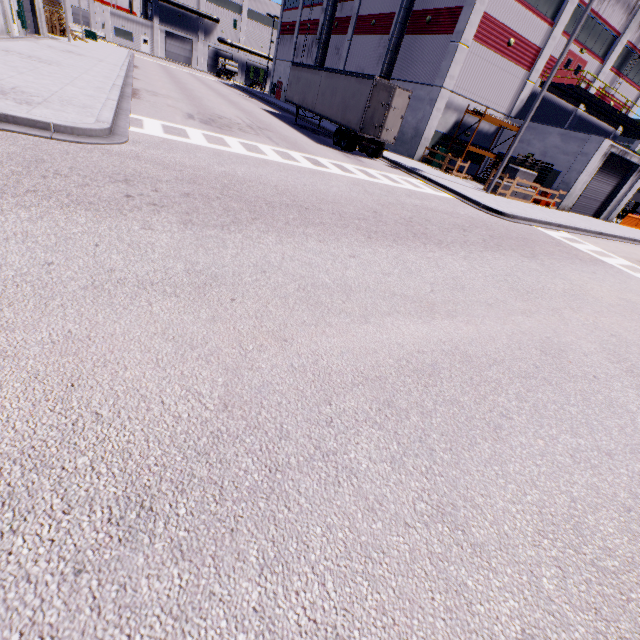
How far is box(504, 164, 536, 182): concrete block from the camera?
20.4 meters

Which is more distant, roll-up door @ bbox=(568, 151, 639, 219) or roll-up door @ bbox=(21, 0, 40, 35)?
roll-up door @ bbox=(21, 0, 40, 35)

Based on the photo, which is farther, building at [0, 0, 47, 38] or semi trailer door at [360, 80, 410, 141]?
building at [0, 0, 47, 38]

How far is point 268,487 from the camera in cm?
231

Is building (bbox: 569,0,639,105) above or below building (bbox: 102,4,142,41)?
above

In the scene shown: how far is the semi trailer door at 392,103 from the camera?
17.7m

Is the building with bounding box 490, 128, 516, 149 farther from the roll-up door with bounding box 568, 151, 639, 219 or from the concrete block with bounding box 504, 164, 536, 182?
the concrete block with bounding box 504, 164, 536, 182

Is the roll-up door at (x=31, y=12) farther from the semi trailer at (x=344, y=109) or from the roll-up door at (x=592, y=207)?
the roll-up door at (x=592, y=207)
